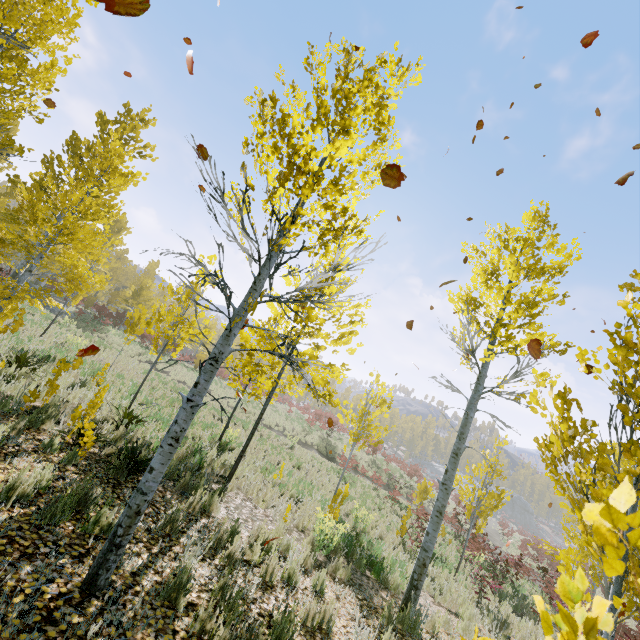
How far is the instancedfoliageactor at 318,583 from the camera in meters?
5.0

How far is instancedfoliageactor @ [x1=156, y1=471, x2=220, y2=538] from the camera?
4.42m

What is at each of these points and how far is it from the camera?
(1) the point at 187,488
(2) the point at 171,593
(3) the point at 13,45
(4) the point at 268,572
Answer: (1) instancedfoliageactor, 6.11m
(2) instancedfoliageactor, 3.20m
(3) instancedfoliageactor, 6.04m
(4) instancedfoliageactor, 4.55m

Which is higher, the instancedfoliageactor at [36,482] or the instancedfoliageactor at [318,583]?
the instancedfoliageactor at [36,482]

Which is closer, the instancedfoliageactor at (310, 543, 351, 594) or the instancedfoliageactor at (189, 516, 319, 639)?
the instancedfoliageactor at (189, 516, 319, 639)
